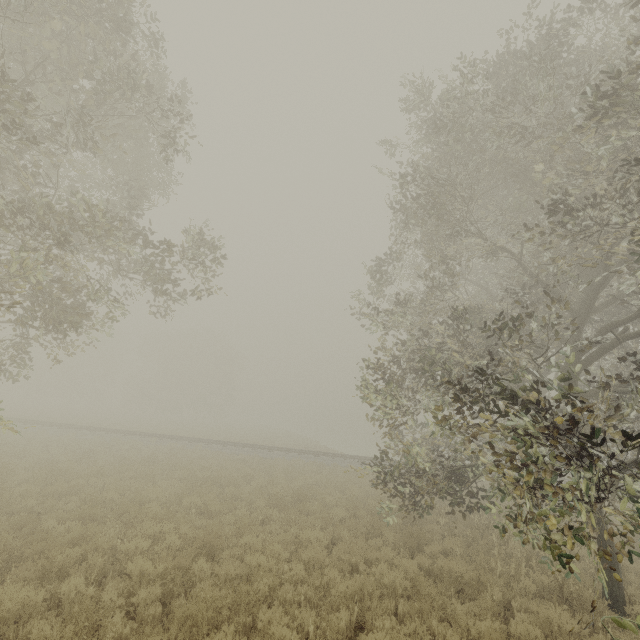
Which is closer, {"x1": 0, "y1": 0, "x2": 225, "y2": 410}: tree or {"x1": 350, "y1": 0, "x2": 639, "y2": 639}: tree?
{"x1": 350, "y1": 0, "x2": 639, "y2": 639}: tree

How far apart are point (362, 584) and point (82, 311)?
11.7m

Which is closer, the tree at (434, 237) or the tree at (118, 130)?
the tree at (434, 237)
